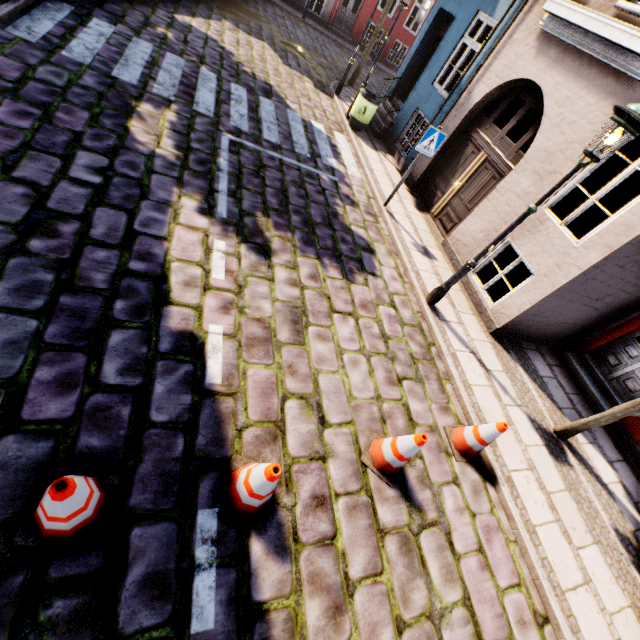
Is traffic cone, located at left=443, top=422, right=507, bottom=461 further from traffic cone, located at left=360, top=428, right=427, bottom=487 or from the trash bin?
the trash bin

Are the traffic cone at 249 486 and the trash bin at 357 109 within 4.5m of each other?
no

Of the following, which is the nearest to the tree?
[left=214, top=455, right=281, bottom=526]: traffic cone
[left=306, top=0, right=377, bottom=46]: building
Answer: [left=306, top=0, right=377, bottom=46]: building

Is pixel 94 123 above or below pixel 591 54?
below

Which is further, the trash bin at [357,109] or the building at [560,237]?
the trash bin at [357,109]

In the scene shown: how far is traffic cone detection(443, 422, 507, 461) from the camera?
4.1 meters

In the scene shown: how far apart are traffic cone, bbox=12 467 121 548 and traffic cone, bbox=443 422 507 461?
3.91m

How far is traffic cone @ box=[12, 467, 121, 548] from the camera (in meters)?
1.97
